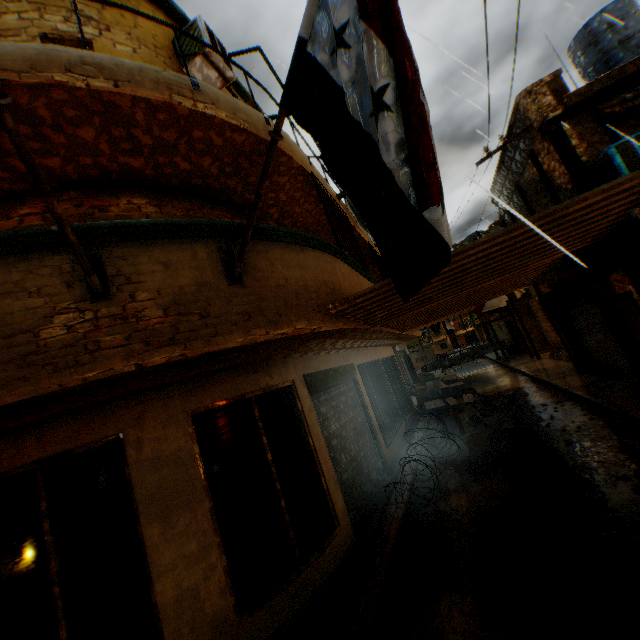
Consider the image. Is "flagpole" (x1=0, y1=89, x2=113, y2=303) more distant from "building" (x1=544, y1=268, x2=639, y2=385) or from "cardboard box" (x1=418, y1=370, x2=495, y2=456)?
"cardboard box" (x1=418, y1=370, x2=495, y2=456)

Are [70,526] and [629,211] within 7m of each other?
no

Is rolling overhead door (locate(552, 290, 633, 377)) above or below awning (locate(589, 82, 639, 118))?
below

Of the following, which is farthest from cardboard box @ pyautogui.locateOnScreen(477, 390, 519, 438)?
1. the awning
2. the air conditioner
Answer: the awning

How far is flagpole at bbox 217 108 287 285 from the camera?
2.46m

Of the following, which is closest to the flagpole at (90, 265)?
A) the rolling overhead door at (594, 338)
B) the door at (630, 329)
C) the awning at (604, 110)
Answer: the awning at (604, 110)

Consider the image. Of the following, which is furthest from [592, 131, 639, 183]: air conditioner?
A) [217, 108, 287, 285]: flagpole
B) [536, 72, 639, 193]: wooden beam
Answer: [217, 108, 287, 285]: flagpole

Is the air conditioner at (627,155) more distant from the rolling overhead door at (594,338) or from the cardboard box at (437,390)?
the cardboard box at (437,390)
